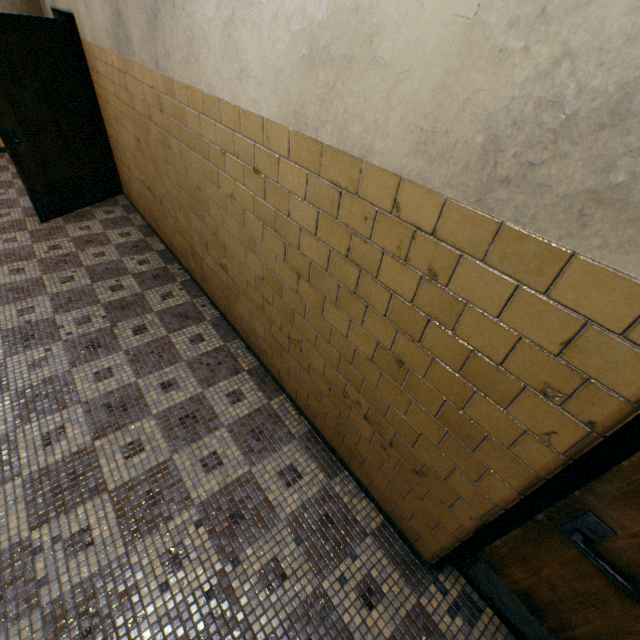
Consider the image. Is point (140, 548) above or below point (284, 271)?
below

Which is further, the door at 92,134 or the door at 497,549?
the door at 92,134

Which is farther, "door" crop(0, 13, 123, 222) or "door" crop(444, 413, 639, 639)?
"door" crop(0, 13, 123, 222)
